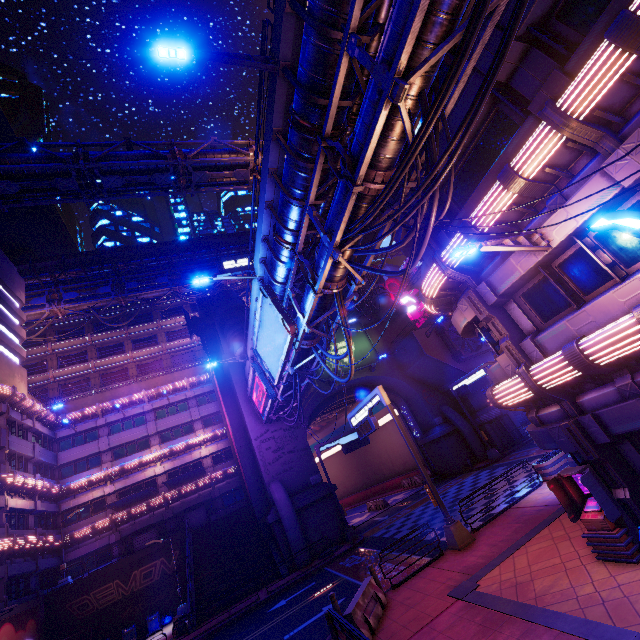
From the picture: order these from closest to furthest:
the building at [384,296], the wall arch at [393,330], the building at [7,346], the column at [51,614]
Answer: the column at [51,614] < the building at [7,346] < the building at [384,296] < the wall arch at [393,330]

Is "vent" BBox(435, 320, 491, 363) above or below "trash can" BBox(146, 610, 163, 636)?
above

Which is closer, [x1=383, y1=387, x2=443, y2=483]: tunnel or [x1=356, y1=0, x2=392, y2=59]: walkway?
[x1=356, y1=0, x2=392, y2=59]: walkway

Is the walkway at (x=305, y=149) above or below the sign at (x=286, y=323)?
above

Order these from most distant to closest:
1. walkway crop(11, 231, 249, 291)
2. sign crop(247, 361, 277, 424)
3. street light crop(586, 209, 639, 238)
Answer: walkway crop(11, 231, 249, 291), sign crop(247, 361, 277, 424), street light crop(586, 209, 639, 238)

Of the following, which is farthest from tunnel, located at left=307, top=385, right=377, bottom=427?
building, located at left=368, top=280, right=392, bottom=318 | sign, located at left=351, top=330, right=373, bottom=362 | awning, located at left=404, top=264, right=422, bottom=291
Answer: awning, located at left=404, top=264, right=422, bottom=291

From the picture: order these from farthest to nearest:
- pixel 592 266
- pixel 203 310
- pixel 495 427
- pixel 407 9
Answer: pixel 203 310
pixel 495 427
pixel 592 266
pixel 407 9

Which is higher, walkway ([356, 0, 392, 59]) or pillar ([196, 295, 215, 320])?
pillar ([196, 295, 215, 320])
